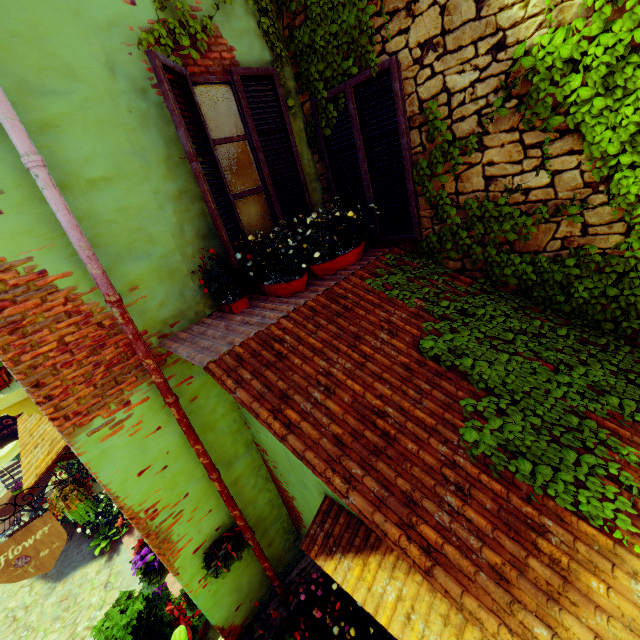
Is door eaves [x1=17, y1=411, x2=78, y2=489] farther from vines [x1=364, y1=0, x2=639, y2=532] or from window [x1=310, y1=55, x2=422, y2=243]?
vines [x1=364, y1=0, x2=639, y2=532]

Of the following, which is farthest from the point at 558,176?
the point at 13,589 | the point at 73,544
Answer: the point at 13,589

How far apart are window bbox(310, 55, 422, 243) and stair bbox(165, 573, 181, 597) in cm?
545

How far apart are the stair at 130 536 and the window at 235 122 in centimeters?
545cm

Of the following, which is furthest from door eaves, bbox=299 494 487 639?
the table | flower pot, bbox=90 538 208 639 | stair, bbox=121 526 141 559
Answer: the table

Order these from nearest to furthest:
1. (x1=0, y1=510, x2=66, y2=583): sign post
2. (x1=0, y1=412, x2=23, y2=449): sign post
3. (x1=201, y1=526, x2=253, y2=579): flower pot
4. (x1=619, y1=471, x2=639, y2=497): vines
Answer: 1. (x1=619, y1=471, x2=639, y2=497): vines
2. (x1=0, y1=510, x2=66, y2=583): sign post
3. (x1=201, y1=526, x2=253, y2=579): flower pot
4. (x1=0, y1=412, x2=23, y2=449): sign post

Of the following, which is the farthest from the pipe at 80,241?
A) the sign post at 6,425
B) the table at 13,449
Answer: the table at 13,449
